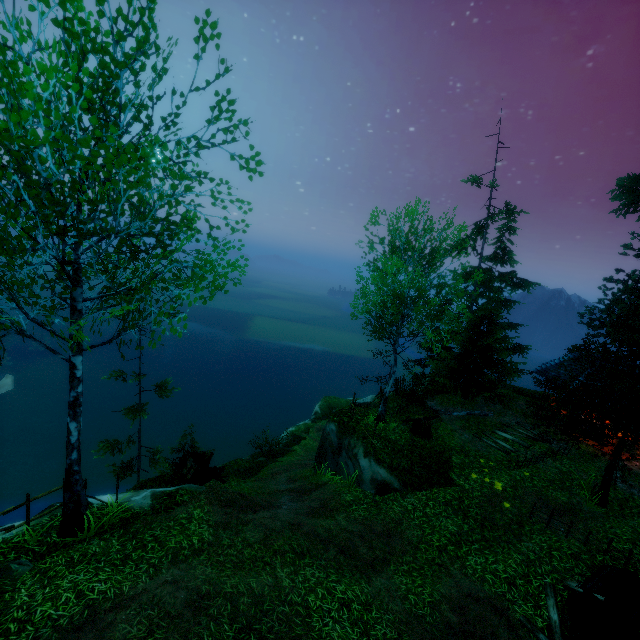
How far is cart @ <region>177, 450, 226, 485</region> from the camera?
→ 13.3 meters

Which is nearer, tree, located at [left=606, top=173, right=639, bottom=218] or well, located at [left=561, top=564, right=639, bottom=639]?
well, located at [left=561, top=564, right=639, bottom=639]

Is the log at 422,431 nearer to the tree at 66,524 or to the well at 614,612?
the well at 614,612

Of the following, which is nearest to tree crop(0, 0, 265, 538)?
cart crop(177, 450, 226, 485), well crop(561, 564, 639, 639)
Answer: well crop(561, 564, 639, 639)

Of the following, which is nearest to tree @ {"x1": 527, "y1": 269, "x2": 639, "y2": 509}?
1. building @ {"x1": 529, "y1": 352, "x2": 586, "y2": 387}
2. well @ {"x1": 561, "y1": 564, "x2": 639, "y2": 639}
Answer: building @ {"x1": 529, "y1": 352, "x2": 586, "y2": 387}

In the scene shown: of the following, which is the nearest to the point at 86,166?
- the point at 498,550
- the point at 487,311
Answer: the point at 498,550

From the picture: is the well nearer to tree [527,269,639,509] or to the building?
tree [527,269,639,509]
